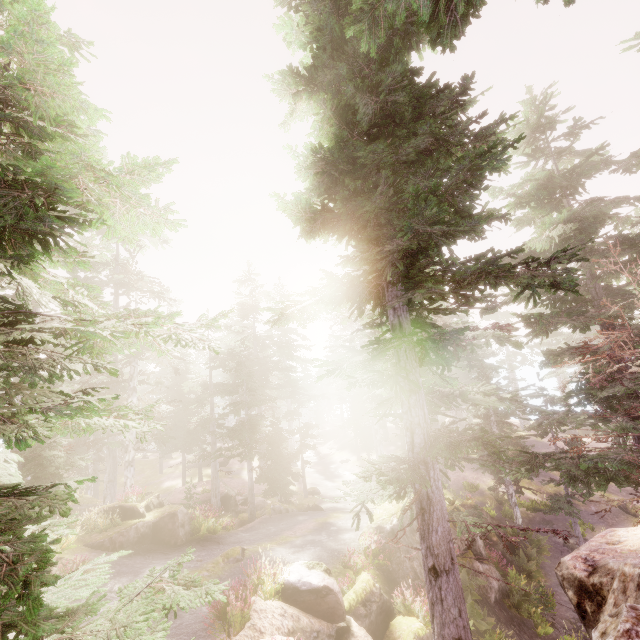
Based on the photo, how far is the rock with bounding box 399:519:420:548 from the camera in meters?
15.4 m

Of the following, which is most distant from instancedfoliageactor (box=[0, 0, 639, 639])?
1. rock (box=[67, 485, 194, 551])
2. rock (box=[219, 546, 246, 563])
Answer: rock (box=[219, 546, 246, 563])

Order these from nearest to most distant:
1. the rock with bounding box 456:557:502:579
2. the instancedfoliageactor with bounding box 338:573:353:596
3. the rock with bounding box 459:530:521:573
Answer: the instancedfoliageactor with bounding box 338:573:353:596 → the rock with bounding box 456:557:502:579 → the rock with bounding box 459:530:521:573

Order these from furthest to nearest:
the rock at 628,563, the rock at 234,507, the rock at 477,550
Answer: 1. the rock at 234,507
2. the rock at 477,550
3. the rock at 628,563

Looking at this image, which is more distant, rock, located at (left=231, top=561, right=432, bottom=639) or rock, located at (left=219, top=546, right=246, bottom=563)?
rock, located at (left=219, top=546, right=246, bottom=563)

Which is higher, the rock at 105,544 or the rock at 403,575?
the rock at 105,544

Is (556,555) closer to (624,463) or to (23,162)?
(624,463)
